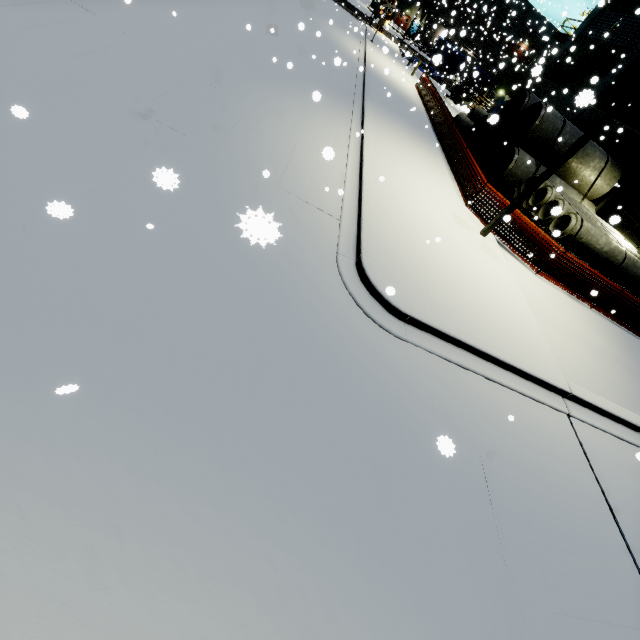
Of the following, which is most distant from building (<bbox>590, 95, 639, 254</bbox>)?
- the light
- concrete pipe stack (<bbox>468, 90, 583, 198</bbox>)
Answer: the light

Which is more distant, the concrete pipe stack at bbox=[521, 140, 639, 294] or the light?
the concrete pipe stack at bbox=[521, 140, 639, 294]

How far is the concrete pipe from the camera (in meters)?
20.29

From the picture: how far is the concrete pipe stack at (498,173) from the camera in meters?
14.4

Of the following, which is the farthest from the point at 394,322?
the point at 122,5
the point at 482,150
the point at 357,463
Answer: the point at 482,150

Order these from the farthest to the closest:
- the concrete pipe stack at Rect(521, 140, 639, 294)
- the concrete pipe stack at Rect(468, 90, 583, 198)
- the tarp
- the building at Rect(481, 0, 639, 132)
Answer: the building at Rect(481, 0, 639, 132)
the tarp
the concrete pipe stack at Rect(468, 90, 583, 198)
the concrete pipe stack at Rect(521, 140, 639, 294)

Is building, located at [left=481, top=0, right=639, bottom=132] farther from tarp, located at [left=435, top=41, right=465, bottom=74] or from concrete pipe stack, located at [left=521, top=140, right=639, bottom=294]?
tarp, located at [left=435, top=41, right=465, bottom=74]

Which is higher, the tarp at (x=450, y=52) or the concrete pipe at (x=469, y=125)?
the tarp at (x=450, y=52)
